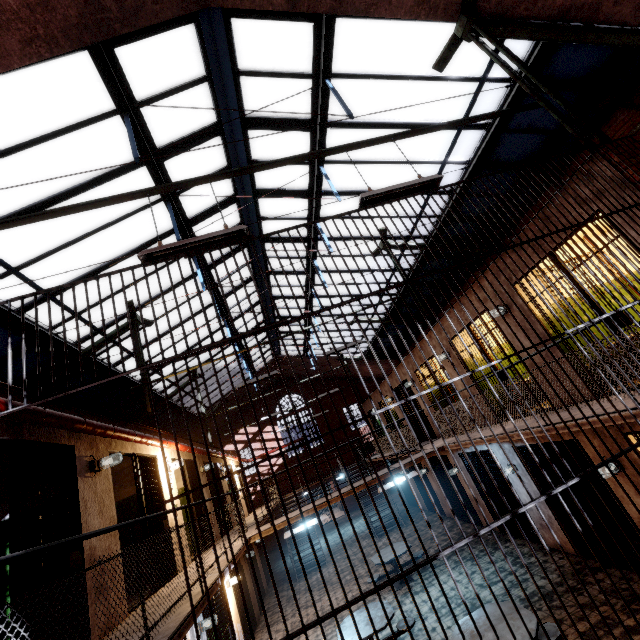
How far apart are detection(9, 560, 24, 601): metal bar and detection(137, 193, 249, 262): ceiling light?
2.4 meters

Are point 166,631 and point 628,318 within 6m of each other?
no

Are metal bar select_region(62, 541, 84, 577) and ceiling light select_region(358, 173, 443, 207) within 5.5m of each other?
yes

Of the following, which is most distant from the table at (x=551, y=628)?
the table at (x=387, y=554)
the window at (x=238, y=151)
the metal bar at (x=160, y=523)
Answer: the window at (x=238, y=151)

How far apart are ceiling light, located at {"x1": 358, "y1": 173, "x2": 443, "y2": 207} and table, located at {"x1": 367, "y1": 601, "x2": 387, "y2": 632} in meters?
7.5 m

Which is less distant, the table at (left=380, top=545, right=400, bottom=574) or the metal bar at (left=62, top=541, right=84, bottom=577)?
the metal bar at (left=62, top=541, right=84, bottom=577)

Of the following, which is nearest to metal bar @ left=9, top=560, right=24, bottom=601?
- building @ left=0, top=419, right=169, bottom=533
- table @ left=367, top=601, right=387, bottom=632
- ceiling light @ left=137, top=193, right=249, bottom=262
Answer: building @ left=0, top=419, right=169, bottom=533

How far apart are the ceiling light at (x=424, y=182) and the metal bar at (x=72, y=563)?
4.8m
